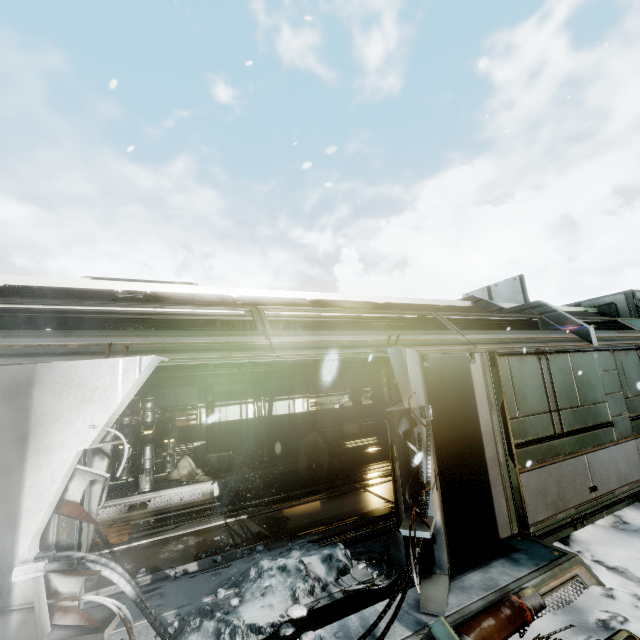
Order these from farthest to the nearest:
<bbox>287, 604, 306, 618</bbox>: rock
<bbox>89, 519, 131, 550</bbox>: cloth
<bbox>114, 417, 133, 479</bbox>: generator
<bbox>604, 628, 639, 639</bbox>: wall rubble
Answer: <bbox>114, 417, 133, 479</bbox>: generator
<bbox>89, 519, 131, 550</bbox>: cloth
<bbox>287, 604, 306, 618</bbox>: rock
<bbox>604, 628, 639, 639</bbox>: wall rubble

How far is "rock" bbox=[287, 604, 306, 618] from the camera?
3.4m

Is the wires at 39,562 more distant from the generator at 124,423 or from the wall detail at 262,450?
the wall detail at 262,450

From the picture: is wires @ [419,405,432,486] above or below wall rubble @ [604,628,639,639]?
above

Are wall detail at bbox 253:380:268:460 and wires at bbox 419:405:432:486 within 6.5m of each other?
no

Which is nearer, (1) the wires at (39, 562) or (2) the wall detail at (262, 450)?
(1) the wires at (39, 562)

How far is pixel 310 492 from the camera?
8.5 meters

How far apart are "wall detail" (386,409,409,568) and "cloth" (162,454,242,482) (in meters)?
6.18
